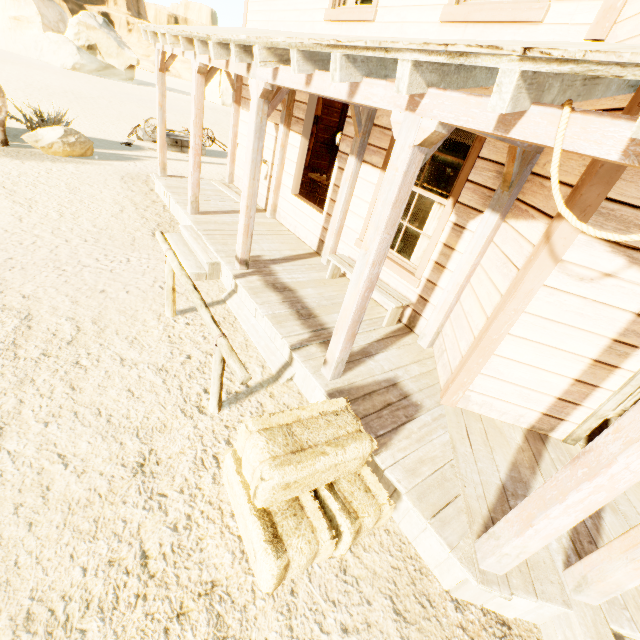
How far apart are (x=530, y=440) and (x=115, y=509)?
4.15m

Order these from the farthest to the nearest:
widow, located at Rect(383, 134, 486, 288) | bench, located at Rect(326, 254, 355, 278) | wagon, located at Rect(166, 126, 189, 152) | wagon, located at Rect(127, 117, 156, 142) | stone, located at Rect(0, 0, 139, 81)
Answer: stone, located at Rect(0, 0, 139, 81), wagon, located at Rect(166, 126, 189, 152), wagon, located at Rect(127, 117, 156, 142), bench, located at Rect(326, 254, 355, 278), widow, located at Rect(383, 134, 486, 288)

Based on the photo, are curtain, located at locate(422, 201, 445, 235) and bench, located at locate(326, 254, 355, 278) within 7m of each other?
yes

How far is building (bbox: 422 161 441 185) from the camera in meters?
12.1

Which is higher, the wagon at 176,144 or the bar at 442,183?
the bar at 442,183

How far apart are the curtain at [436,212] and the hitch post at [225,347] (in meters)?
3.22

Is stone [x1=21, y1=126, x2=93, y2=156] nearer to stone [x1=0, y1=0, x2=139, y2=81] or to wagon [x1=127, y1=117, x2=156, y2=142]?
wagon [x1=127, y1=117, x2=156, y2=142]

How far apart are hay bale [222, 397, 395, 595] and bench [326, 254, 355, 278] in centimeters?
201cm
